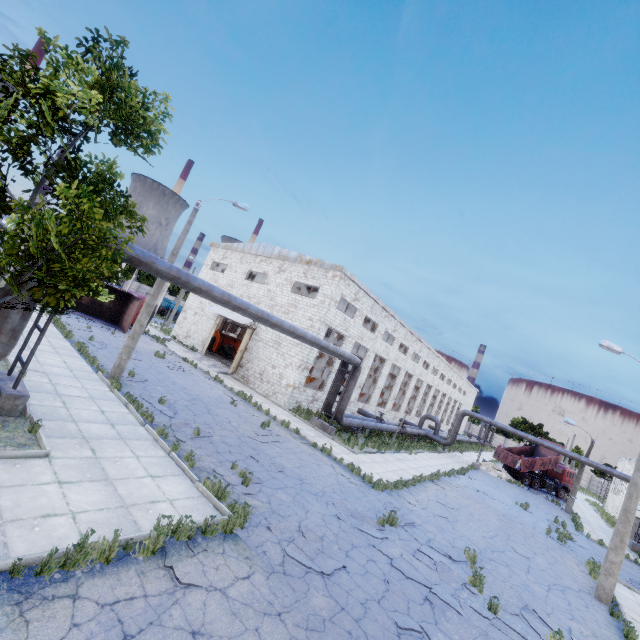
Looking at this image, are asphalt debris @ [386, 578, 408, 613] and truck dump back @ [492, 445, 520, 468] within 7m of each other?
no

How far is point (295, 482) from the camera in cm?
1149

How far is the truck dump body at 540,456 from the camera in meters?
35.7 m

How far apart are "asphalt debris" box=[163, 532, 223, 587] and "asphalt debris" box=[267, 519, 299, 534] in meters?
1.4

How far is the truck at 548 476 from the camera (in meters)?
36.09

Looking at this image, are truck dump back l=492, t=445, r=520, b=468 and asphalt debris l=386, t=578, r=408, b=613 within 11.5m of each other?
no

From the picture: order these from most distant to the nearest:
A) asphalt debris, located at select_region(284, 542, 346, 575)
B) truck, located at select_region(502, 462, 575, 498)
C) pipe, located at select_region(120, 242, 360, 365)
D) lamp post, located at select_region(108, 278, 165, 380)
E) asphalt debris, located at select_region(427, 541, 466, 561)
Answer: truck, located at select_region(502, 462, 575, 498) → lamp post, located at select_region(108, 278, 165, 380) → asphalt debris, located at select_region(427, 541, 466, 561) → pipe, located at select_region(120, 242, 360, 365) → asphalt debris, located at select_region(284, 542, 346, 575)

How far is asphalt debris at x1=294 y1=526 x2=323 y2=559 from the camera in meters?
7.8 m
